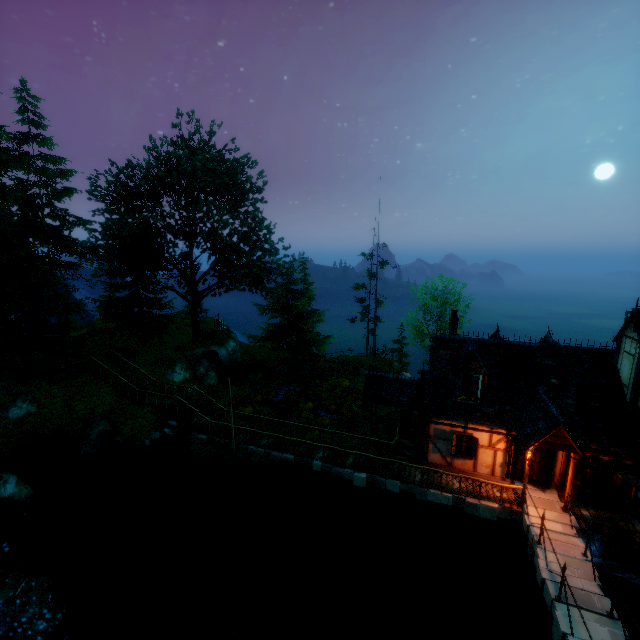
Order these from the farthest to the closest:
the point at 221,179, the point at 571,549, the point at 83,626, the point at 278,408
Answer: the point at 221,179, the point at 278,408, the point at 571,549, the point at 83,626

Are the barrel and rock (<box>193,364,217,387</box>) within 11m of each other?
no

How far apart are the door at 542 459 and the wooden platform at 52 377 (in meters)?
27.96

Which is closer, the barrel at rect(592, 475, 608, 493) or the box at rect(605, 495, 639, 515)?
the box at rect(605, 495, 639, 515)

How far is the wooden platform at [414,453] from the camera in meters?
17.9 m

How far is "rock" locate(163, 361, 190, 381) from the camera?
25.1 meters

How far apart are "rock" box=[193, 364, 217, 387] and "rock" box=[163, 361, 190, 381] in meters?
0.5

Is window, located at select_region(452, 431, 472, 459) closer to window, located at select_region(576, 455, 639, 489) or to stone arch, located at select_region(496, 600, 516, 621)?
window, located at select_region(576, 455, 639, 489)
